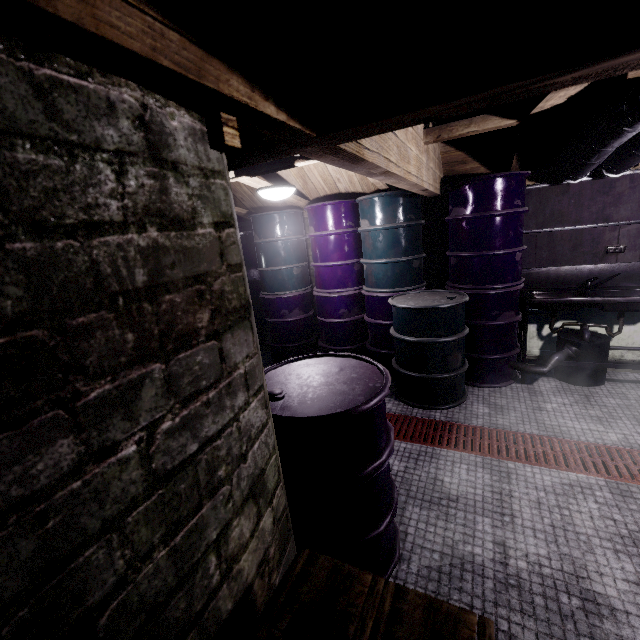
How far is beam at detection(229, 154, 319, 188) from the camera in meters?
2.5 m

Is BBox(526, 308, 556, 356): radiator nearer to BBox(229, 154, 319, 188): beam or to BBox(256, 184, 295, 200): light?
BBox(229, 154, 319, 188): beam

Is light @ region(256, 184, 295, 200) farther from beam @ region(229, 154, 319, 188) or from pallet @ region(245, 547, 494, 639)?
pallet @ region(245, 547, 494, 639)

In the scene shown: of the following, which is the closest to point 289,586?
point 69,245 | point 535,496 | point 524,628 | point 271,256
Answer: point 69,245

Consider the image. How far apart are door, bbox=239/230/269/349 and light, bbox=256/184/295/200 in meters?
1.9

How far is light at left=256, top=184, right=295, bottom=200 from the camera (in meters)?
2.56

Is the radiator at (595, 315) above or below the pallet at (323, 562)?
below

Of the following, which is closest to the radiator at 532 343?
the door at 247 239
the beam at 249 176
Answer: the beam at 249 176
